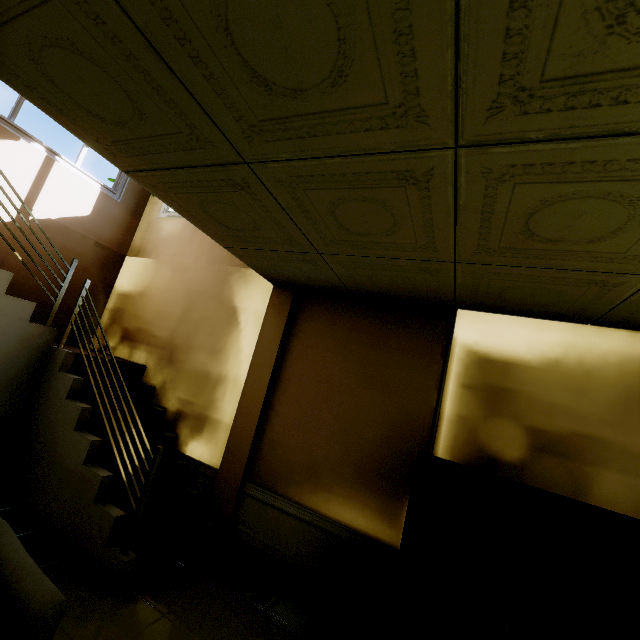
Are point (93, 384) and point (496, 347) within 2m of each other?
no

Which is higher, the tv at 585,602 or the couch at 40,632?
the tv at 585,602

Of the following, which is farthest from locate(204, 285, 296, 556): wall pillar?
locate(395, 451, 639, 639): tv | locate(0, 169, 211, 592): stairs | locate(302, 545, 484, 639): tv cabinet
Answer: locate(395, 451, 639, 639): tv

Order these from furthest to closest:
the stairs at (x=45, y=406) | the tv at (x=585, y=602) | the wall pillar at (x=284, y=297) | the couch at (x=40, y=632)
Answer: the wall pillar at (x=284, y=297) < the stairs at (x=45, y=406) < the tv at (x=585, y=602) < the couch at (x=40, y=632)

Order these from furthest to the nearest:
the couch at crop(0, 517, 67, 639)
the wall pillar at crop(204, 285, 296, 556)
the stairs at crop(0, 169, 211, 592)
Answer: the wall pillar at crop(204, 285, 296, 556)
the stairs at crop(0, 169, 211, 592)
the couch at crop(0, 517, 67, 639)

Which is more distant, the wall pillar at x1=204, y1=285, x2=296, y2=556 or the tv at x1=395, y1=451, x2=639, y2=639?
the wall pillar at x1=204, y1=285, x2=296, y2=556

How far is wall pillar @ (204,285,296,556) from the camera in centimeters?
321cm

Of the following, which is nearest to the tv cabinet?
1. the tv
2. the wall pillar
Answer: the tv
